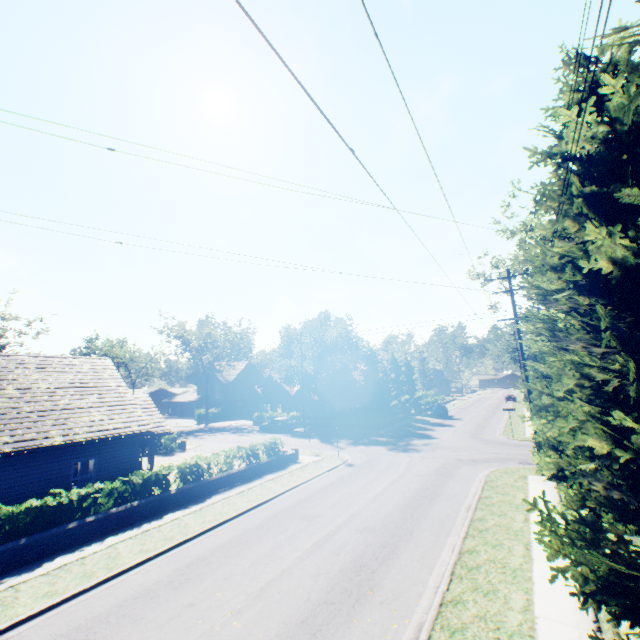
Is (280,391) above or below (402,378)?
below

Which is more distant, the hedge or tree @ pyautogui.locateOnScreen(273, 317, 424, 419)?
tree @ pyautogui.locateOnScreen(273, 317, 424, 419)

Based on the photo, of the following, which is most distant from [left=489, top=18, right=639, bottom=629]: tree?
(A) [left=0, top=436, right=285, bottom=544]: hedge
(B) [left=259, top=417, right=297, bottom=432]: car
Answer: (A) [left=0, top=436, right=285, bottom=544]: hedge

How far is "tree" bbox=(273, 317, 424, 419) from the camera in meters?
40.0 m

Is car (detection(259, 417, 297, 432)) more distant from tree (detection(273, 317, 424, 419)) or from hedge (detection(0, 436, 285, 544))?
hedge (detection(0, 436, 285, 544))

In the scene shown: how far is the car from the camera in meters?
38.3 m

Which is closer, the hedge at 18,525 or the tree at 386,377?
the hedge at 18,525

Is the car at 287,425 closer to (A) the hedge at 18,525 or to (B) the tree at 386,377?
(B) the tree at 386,377
